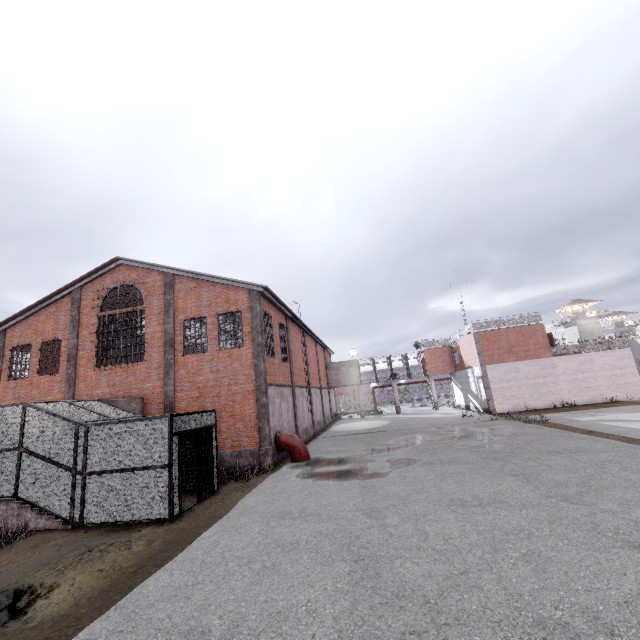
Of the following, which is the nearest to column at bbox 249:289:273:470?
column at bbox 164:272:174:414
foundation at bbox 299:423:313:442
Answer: column at bbox 164:272:174:414

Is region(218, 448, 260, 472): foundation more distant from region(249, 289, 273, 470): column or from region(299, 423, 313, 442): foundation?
region(299, 423, 313, 442): foundation

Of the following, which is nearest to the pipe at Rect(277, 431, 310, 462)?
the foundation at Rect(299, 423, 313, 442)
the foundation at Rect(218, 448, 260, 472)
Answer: the foundation at Rect(218, 448, 260, 472)

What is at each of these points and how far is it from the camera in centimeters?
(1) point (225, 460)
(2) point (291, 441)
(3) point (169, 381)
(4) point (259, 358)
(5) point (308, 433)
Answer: (1) foundation, 1554cm
(2) pipe, 1639cm
(3) column, 1684cm
(4) column, 1631cm
(5) foundation, 2444cm

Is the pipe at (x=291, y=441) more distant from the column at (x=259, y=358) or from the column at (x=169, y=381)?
the column at (x=169, y=381)

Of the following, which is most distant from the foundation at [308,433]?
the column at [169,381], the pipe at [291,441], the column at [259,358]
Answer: the column at [169,381]

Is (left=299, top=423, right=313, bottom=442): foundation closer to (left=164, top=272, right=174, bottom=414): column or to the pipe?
the pipe

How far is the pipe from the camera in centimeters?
1614cm
